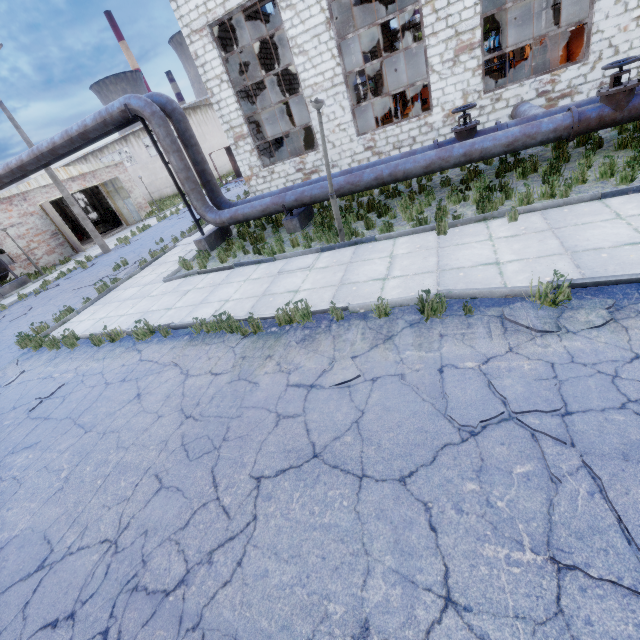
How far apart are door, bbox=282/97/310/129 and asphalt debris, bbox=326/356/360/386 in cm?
2152

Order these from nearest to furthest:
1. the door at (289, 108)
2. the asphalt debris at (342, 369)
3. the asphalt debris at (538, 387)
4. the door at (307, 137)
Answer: the asphalt debris at (538, 387) < the asphalt debris at (342, 369) < the door at (289, 108) < the door at (307, 137)

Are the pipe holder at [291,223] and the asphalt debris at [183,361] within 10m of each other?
yes

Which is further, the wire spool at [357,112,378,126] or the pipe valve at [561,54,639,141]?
the wire spool at [357,112,378,126]

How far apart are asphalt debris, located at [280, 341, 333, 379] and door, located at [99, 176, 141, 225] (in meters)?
28.54

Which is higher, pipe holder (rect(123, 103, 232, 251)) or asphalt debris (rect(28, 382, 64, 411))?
pipe holder (rect(123, 103, 232, 251))

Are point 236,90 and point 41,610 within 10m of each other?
no

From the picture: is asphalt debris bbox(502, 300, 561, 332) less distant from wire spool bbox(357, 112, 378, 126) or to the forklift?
the forklift
